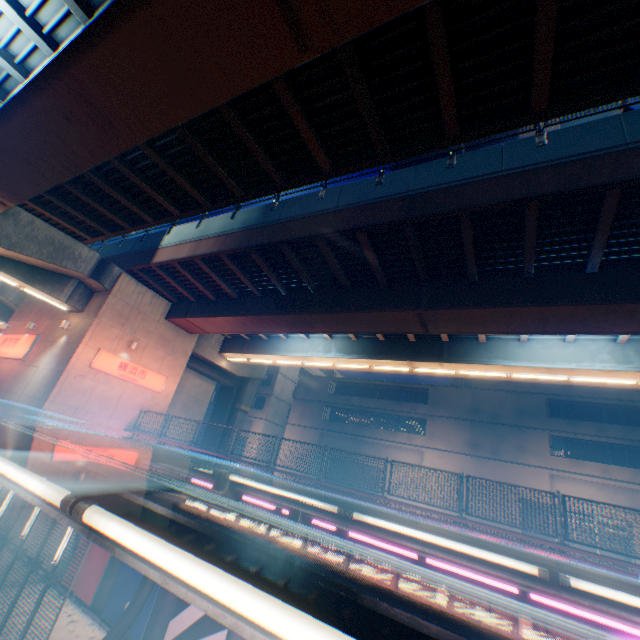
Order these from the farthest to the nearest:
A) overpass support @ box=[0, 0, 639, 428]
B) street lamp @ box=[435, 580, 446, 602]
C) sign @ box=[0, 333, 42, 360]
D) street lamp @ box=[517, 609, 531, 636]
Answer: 1. sign @ box=[0, 333, 42, 360]
2. street lamp @ box=[435, 580, 446, 602]
3. street lamp @ box=[517, 609, 531, 636]
4. overpass support @ box=[0, 0, 639, 428]

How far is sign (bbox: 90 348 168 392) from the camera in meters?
17.2

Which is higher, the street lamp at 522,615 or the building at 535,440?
the building at 535,440

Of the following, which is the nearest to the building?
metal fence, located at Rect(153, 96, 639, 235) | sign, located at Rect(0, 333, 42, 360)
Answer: metal fence, located at Rect(153, 96, 639, 235)

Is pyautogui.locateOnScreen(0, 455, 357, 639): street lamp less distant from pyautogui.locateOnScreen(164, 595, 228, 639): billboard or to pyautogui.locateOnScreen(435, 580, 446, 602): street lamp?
pyautogui.locateOnScreen(435, 580, 446, 602): street lamp

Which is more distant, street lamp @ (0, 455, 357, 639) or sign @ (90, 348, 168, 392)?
sign @ (90, 348, 168, 392)

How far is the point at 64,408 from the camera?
15.8 meters

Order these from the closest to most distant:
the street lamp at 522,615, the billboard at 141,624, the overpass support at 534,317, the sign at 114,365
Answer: the overpass support at 534,317
the street lamp at 522,615
the billboard at 141,624
the sign at 114,365
